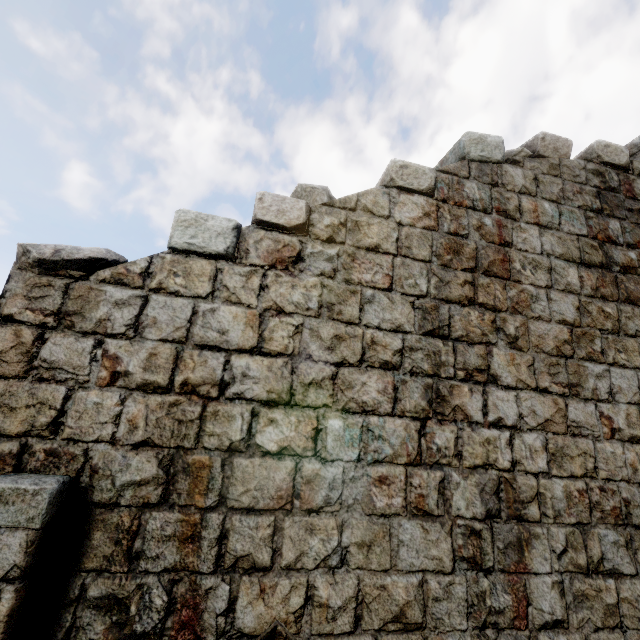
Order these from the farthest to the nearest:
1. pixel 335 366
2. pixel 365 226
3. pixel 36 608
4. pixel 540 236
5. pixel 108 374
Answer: pixel 540 236, pixel 365 226, pixel 335 366, pixel 108 374, pixel 36 608
